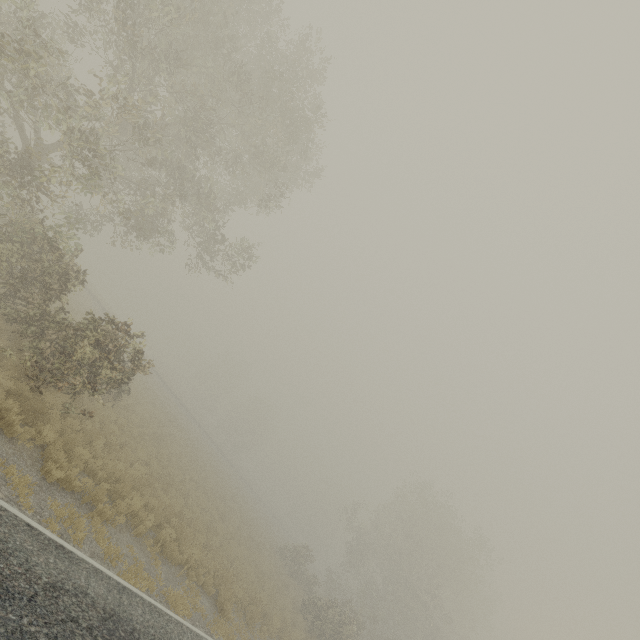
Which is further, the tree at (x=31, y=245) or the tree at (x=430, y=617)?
the tree at (x=430, y=617)

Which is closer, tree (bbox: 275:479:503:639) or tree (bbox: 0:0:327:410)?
tree (bbox: 0:0:327:410)

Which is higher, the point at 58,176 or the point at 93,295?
the point at 58,176
